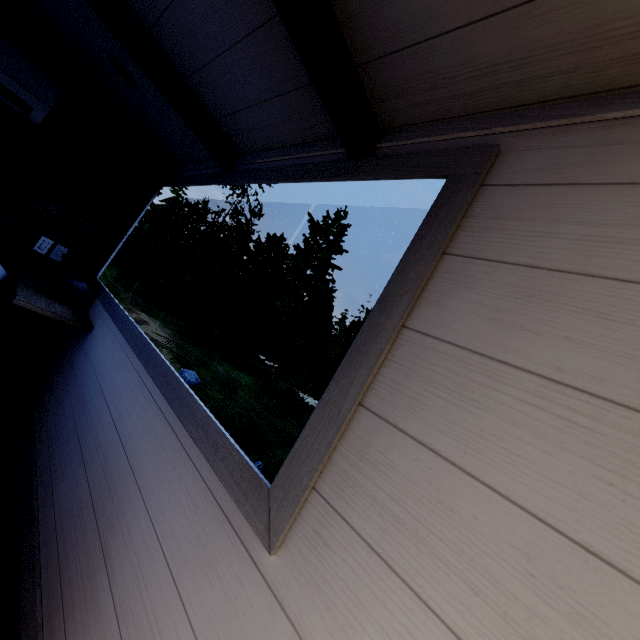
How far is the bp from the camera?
1.9 meters

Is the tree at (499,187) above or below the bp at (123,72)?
below

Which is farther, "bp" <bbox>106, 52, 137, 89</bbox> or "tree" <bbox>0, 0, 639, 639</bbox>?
"bp" <bbox>106, 52, 137, 89</bbox>

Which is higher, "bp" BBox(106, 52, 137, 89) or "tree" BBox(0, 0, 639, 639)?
"bp" BBox(106, 52, 137, 89)

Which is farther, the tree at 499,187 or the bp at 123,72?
the bp at 123,72

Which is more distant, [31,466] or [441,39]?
[31,466]
